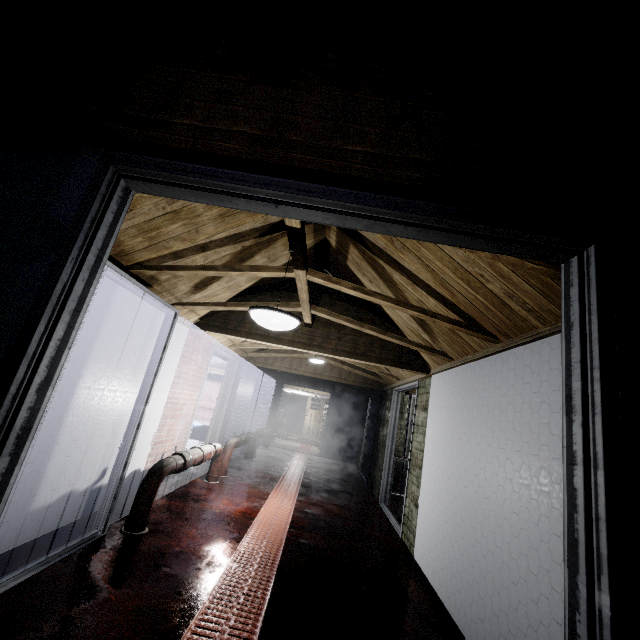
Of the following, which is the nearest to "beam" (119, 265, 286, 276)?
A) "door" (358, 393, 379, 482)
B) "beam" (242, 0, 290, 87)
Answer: "beam" (242, 0, 290, 87)

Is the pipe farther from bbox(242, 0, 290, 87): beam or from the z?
bbox(242, 0, 290, 87): beam

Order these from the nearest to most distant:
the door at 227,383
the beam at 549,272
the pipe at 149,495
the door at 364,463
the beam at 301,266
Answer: the beam at 549,272 < the beam at 301,266 < the pipe at 149,495 < the door at 227,383 < the door at 364,463

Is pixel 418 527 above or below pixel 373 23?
below

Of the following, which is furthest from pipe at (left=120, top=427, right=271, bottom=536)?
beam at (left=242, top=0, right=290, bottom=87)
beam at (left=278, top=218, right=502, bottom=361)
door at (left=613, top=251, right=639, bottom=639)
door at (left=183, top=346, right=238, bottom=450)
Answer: beam at (left=242, top=0, right=290, bottom=87)

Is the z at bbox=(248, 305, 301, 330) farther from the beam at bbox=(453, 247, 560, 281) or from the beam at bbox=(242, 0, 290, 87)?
the beam at bbox=(242, 0, 290, 87)

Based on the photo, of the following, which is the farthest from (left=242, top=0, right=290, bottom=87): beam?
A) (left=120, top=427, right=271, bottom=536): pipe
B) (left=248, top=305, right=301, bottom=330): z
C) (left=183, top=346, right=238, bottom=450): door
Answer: (left=183, top=346, right=238, bottom=450): door

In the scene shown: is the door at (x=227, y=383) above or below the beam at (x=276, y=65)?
below
